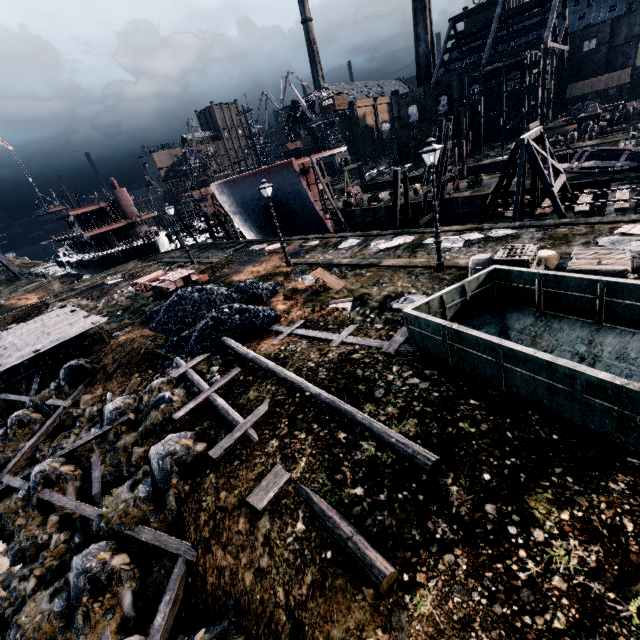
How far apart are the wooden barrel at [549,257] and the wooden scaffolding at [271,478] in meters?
11.3

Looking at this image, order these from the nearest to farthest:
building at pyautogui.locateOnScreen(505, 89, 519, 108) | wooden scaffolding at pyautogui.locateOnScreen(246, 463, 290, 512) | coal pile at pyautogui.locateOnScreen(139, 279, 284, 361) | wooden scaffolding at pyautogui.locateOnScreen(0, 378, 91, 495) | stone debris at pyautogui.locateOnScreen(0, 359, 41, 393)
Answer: wooden scaffolding at pyautogui.locateOnScreen(246, 463, 290, 512)
wooden scaffolding at pyautogui.locateOnScreen(0, 378, 91, 495)
coal pile at pyautogui.locateOnScreen(139, 279, 284, 361)
stone debris at pyautogui.locateOnScreen(0, 359, 41, 393)
building at pyautogui.locateOnScreen(505, 89, 519, 108)

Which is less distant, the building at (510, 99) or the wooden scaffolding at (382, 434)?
the wooden scaffolding at (382, 434)

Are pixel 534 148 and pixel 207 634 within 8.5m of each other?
no

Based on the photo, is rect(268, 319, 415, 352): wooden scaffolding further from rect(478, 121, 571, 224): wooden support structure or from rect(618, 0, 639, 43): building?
rect(618, 0, 639, 43): building

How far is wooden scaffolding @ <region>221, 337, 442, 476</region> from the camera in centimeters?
620cm

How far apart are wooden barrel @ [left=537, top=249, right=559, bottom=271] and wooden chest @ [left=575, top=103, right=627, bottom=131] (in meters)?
52.76

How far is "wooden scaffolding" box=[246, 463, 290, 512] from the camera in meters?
6.7
